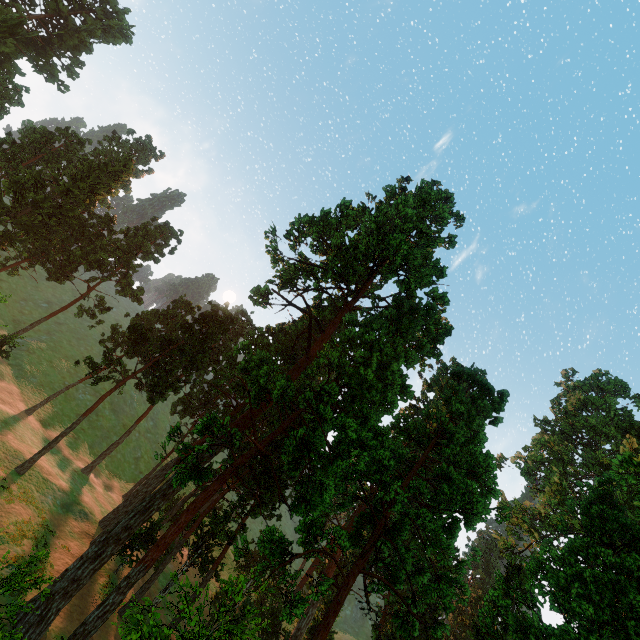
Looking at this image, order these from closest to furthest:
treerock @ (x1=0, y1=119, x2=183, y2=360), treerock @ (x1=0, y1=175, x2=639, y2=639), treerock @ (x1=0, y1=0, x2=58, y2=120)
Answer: treerock @ (x1=0, y1=175, x2=639, y2=639), treerock @ (x1=0, y1=119, x2=183, y2=360), treerock @ (x1=0, y1=0, x2=58, y2=120)

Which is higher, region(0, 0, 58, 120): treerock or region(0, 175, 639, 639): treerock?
region(0, 0, 58, 120): treerock

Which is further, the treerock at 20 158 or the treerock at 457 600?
the treerock at 20 158

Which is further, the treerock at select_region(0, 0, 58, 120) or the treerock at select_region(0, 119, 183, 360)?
the treerock at select_region(0, 0, 58, 120)

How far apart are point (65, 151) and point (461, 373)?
67.5m
